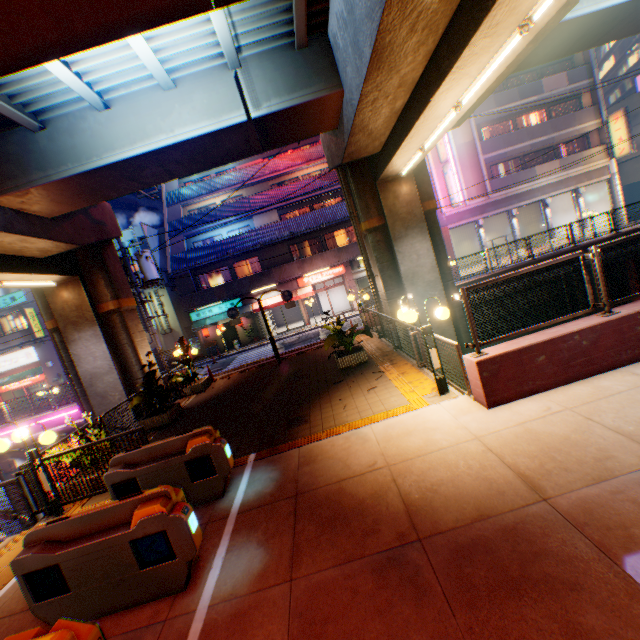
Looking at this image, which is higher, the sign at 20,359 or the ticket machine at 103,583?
the sign at 20,359

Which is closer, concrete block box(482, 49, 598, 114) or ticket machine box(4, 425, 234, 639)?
ticket machine box(4, 425, 234, 639)

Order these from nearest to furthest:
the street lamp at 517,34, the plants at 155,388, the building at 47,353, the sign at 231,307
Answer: the street lamp at 517,34 → the plants at 155,388 → the sign at 231,307 → the building at 47,353

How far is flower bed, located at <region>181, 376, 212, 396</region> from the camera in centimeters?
1412cm

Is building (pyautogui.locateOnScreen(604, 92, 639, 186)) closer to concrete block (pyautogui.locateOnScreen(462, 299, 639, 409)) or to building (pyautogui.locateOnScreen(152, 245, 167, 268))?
concrete block (pyautogui.locateOnScreen(462, 299, 639, 409))

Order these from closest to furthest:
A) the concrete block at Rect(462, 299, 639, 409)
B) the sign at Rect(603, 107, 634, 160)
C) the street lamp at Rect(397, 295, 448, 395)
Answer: the concrete block at Rect(462, 299, 639, 409)
the street lamp at Rect(397, 295, 448, 395)
the sign at Rect(603, 107, 634, 160)

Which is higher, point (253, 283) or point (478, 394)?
point (253, 283)

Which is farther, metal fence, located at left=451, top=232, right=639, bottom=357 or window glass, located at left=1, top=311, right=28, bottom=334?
window glass, located at left=1, top=311, right=28, bottom=334
